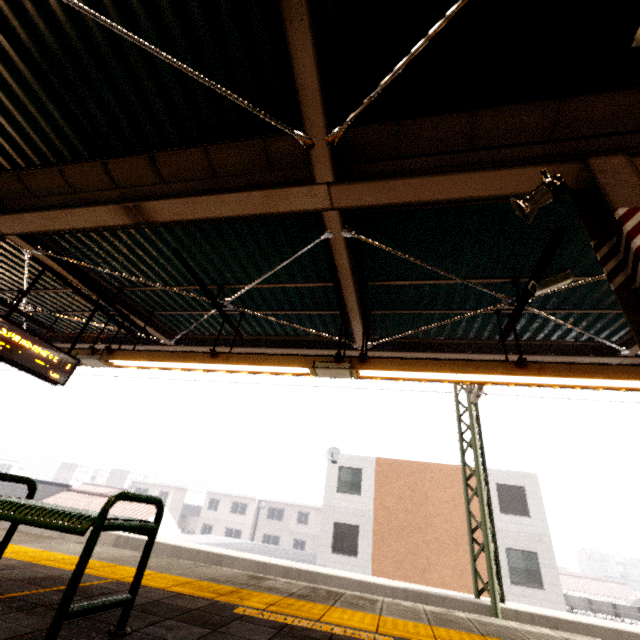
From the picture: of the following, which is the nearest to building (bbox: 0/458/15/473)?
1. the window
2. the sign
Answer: the sign

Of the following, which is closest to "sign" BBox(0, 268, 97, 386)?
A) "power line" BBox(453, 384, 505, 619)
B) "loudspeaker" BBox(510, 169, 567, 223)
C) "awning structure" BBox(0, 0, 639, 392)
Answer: "awning structure" BBox(0, 0, 639, 392)

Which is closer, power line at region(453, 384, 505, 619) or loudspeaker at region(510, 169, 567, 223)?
loudspeaker at region(510, 169, 567, 223)

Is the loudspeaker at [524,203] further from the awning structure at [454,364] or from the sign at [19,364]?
the sign at [19,364]

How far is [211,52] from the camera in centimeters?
295cm

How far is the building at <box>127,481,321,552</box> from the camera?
40.53m

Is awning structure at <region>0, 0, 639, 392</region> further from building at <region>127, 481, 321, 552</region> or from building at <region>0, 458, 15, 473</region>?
building at <region>0, 458, 15, 473</region>

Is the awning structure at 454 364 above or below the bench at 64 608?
above
